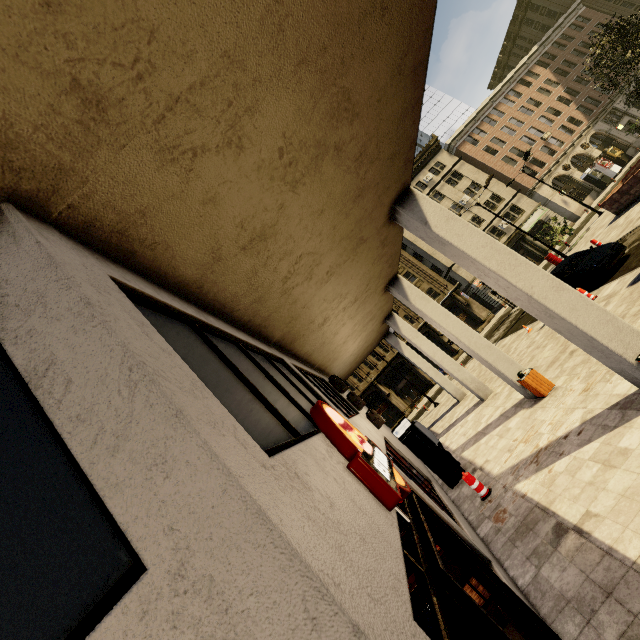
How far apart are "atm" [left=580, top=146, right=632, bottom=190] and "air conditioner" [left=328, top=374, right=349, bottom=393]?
48.8m

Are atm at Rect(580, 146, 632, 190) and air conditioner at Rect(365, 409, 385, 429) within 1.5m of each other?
no

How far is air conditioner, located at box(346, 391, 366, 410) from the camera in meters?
11.4

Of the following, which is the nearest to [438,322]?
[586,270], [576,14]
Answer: [586,270]

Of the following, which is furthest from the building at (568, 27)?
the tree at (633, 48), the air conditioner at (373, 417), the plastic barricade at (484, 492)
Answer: the tree at (633, 48)

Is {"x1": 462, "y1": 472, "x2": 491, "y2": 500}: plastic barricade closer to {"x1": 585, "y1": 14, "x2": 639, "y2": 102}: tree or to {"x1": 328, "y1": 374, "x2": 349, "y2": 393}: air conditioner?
{"x1": 328, "y1": 374, "x2": 349, "y2": 393}: air conditioner

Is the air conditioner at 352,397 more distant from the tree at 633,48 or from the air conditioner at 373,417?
the tree at 633,48

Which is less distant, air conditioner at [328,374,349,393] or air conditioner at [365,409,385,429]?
air conditioner at [365,409,385,429]
